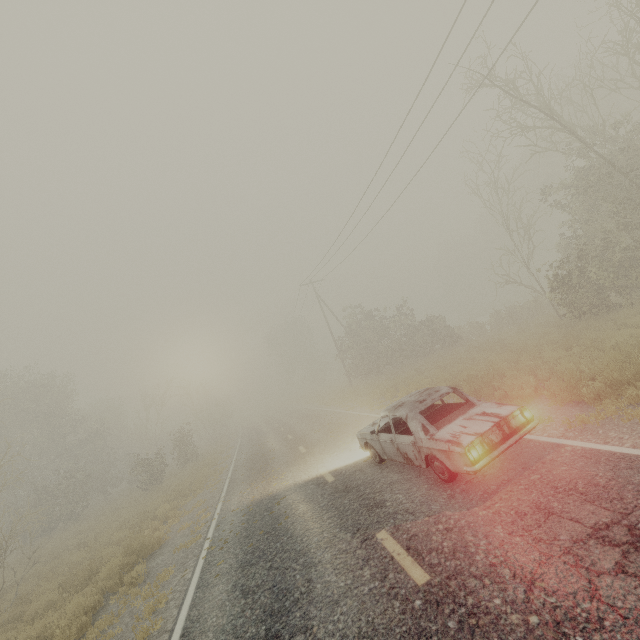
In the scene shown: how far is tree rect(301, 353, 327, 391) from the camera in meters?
56.4 m

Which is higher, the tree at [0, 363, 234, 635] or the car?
the tree at [0, 363, 234, 635]

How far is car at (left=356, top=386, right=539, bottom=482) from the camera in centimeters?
522cm

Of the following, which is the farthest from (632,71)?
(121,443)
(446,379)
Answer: (121,443)

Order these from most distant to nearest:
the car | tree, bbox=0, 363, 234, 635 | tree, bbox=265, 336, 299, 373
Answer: tree, bbox=265, 336, 299, 373, tree, bbox=0, 363, 234, 635, the car

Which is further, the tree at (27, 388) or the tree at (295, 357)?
the tree at (295, 357)

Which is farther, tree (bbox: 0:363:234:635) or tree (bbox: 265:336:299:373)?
tree (bbox: 265:336:299:373)

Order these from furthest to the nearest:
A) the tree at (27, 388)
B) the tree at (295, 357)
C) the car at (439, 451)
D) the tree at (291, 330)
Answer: the tree at (291, 330), the tree at (295, 357), the tree at (27, 388), the car at (439, 451)
